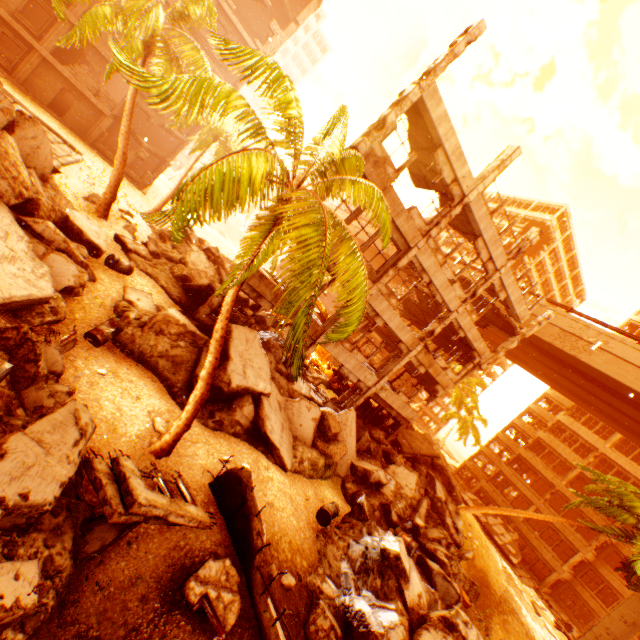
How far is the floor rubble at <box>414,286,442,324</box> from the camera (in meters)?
20.89

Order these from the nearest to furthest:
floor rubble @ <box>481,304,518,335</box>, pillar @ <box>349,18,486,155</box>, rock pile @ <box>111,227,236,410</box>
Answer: rock pile @ <box>111,227,236,410</box>, pillar @ <box>349,18,486,155</box>, floor rubble @ <box>481,304,518,335</box>

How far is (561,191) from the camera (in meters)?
39.53

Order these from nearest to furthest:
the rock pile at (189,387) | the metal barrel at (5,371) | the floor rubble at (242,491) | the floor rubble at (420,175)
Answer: the metal barrel at (5,371), the floor rubble at (242,491), the rock pile at (189,387), the floor rubble at (420,175)

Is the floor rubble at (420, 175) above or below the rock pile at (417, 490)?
above

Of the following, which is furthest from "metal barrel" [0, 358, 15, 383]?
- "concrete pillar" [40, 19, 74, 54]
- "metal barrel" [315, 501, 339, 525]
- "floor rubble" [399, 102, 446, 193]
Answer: "concrete pillar" [40, 19, 74, 54]

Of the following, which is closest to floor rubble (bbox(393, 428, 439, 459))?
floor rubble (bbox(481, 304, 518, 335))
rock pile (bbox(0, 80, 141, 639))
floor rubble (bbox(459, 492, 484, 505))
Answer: rock pile (bbox(0, 80, 141, 639))

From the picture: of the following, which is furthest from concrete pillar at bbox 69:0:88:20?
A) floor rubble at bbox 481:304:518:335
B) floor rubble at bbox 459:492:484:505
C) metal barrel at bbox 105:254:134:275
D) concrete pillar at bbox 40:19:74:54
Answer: floor rubble at bbox 459:492:484:505
